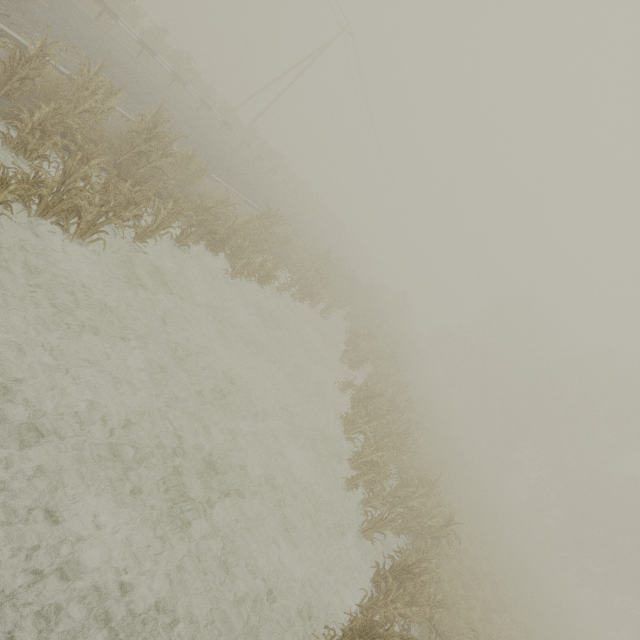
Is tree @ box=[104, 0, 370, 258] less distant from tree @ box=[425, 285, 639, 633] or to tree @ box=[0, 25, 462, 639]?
tree @ box=[0, 25, 462, 639]

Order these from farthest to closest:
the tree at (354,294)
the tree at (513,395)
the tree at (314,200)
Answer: the tree at (513,395), the tree at (314,200), the tree at (354,294)

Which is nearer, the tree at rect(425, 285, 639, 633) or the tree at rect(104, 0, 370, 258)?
the tree at rect(104, 0, 370, 258)

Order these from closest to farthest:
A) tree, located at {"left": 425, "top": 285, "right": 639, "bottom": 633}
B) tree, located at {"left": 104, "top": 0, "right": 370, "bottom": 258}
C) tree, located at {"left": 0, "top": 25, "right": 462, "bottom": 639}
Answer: tree, located at {"left": 0, "top": 25, "right": 462, "bottom": 639} → tree, located at {"left": 104, "top": 0, "right": 370, "bottom": 258} → tree, located at {"left": 425, "top": 285, "right": 639, "bottom": 633}

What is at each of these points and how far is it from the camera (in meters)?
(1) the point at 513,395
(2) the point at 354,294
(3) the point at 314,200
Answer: (1) tree, 37.84
(2) tree, 22.19
(3) tree, 35.97

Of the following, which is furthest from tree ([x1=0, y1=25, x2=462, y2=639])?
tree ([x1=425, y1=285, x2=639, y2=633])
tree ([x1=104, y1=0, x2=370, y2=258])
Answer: tree ([x1=425, y1=285, x2=639, y2=633])

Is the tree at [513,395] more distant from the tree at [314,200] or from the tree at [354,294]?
the tree at [314,200]
